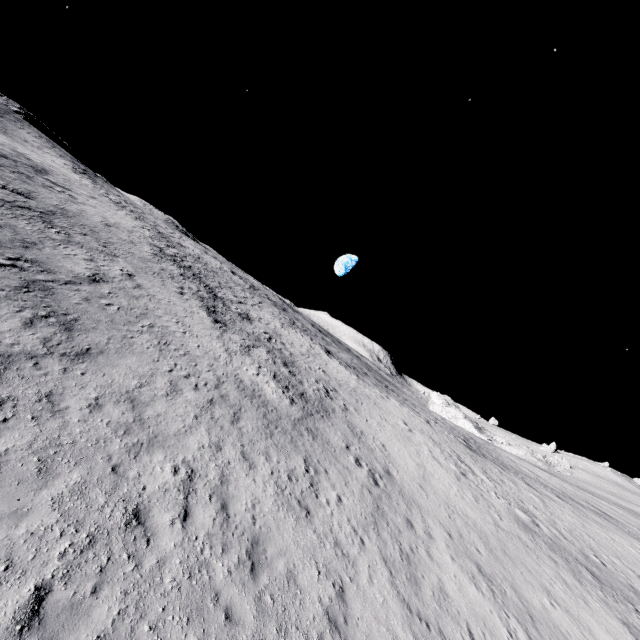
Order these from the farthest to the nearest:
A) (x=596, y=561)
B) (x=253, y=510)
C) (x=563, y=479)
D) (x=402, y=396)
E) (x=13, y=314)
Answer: (x=563, y=479) → (x=402, y=396) → (x=596, y=561) → (x=13, y=314) → (x=253, y=510)
